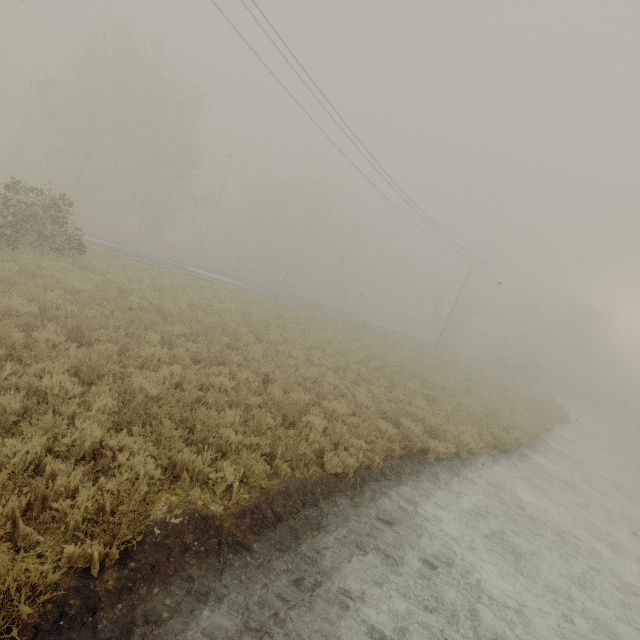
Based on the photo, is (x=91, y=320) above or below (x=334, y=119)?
below

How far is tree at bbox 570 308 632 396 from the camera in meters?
56.5 m

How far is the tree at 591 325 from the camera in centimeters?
5650cm
